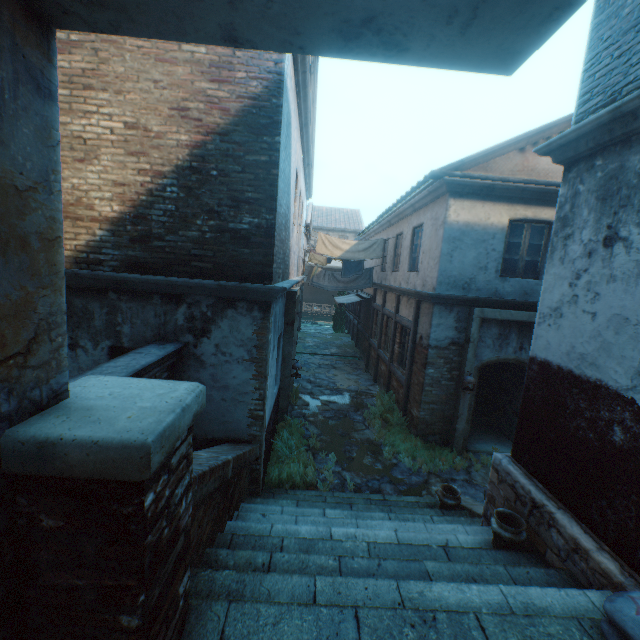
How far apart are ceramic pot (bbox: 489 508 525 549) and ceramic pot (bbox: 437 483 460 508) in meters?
1.4

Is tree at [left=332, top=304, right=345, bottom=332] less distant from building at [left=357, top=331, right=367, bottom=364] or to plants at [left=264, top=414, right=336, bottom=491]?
building at [left=357, top=331, right=367, bottom=364]

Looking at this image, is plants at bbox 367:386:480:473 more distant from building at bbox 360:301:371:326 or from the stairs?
the stairs

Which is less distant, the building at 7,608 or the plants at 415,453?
the building at 7,608

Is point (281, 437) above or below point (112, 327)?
below

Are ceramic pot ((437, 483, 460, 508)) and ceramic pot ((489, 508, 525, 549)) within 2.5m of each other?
yes

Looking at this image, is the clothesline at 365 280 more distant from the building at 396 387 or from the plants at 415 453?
the plants at 415 453

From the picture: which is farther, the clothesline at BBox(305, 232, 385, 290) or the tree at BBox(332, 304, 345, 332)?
the tree at BBox(332, 304, 345, 332)
